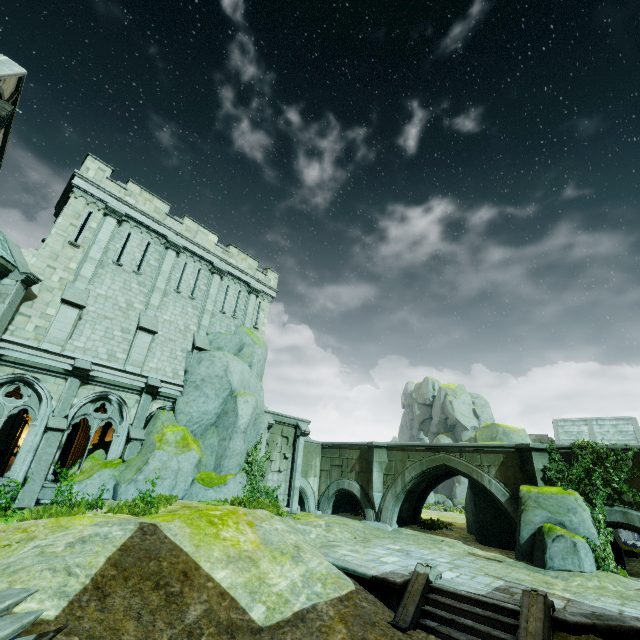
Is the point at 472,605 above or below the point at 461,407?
below

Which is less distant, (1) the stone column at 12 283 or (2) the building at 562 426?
(1) the stone column at 12 283

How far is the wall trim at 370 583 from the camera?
9.5m

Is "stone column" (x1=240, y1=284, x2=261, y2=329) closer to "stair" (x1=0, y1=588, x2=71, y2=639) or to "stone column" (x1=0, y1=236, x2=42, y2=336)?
"stone column" (x1=0, y1=236, x2=42, y2=336)

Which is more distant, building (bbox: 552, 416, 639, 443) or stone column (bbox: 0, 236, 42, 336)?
building (bbox: 552, 416, 639, 443)

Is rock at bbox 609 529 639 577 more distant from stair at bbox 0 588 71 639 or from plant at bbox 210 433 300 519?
stair at bbox 0 588 71 639

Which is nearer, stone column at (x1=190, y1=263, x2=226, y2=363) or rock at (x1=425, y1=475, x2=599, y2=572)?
rock at (x1=425, y1=475, x2=599, y2=572)

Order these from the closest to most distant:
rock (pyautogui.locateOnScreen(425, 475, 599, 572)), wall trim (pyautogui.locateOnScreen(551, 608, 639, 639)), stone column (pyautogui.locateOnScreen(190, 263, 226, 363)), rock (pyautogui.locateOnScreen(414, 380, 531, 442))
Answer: wall trim (pyautogui.locateOnScreen(551, 608, 639, 639)), rock (pyautogui.locateOnScreen(425, 475, 599, 572)), stone column (pyautogui.locateOnScreen(190, 263, 226, 363)), rock (pyautogui.locateOnScreen(414, 380, 531, 442))
